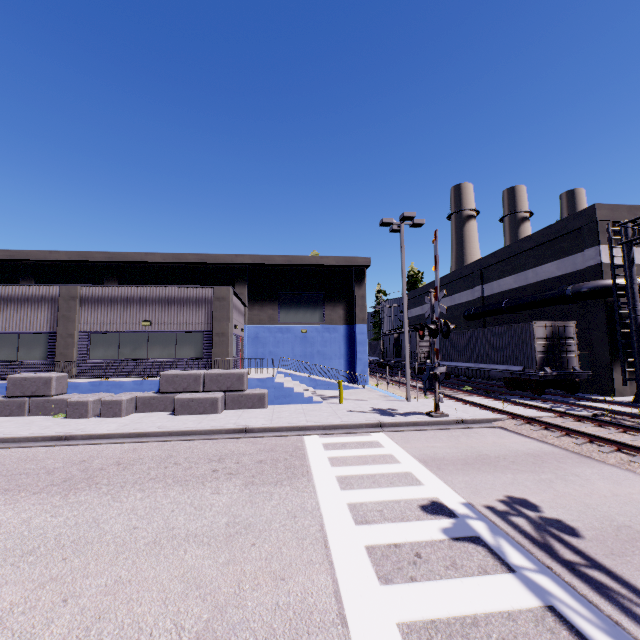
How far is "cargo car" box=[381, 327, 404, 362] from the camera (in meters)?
35.03

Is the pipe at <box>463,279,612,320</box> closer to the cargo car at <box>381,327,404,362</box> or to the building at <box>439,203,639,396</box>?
the building at <box>439,203,639,396</box>

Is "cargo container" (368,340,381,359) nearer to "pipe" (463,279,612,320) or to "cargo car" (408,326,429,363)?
"cargo car" (408,326,429,363)

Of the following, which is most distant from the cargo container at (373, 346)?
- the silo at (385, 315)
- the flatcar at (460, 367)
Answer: the flatcar at (460, 367)

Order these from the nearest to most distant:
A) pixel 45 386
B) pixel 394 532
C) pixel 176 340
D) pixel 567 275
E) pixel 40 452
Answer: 1. pixel 394 532
2. pixel 40 452
3. pixel 45 386
4. pixel 176 340
5. pixel 567 275

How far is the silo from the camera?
55.8m

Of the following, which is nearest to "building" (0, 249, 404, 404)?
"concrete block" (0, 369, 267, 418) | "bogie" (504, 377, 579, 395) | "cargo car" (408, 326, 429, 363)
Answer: "concrete block" (0, 369, 267, 418)

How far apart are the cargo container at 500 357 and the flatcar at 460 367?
0.01m
